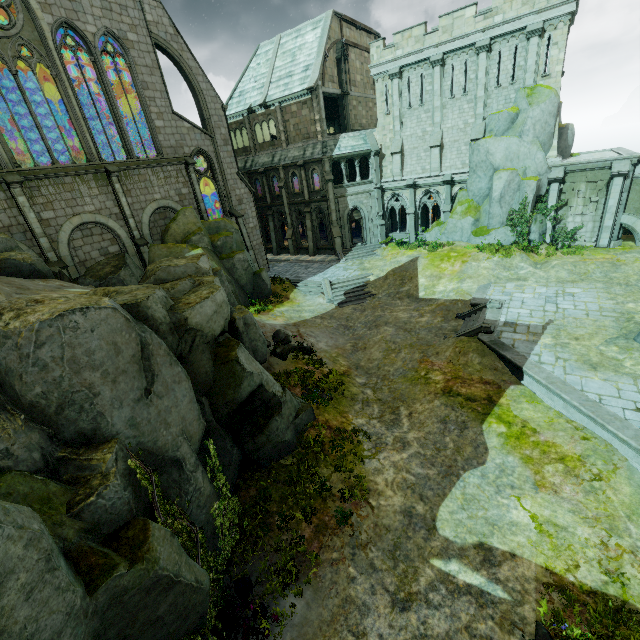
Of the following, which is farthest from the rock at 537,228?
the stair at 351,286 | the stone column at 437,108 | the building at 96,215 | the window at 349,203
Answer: the building at 96,215

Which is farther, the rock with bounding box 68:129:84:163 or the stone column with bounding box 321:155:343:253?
the stone column with bounding box 321:155:343:253

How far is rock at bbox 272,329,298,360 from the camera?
16.4 meters

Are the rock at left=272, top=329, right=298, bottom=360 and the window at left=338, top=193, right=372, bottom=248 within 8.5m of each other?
no

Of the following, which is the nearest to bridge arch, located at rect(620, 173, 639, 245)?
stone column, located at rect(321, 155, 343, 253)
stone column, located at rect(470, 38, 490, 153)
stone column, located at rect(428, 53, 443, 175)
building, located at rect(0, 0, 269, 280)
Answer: stone column, located at rect(470, 38, 490, 153)

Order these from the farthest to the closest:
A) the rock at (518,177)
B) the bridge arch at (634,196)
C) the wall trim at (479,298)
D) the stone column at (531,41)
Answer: the rock at (518,177), the bridge arch at (634,196), the stone column at (531,41), the wall trim at (479,298)

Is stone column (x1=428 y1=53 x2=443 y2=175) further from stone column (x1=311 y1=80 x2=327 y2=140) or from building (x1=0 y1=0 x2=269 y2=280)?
building (x1=0 y1=0 x2=269 y2=280)

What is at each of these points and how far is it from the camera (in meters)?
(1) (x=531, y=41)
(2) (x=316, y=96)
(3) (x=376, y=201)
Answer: (1) stone column, 21.52
(2) stone column, 28.14
(3) stone column, 31.25
